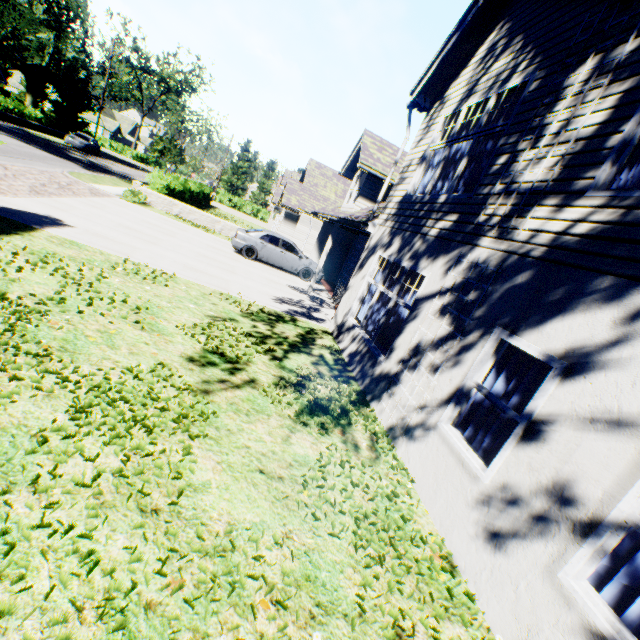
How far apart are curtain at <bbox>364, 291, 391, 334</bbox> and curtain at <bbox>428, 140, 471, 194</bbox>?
2.2m

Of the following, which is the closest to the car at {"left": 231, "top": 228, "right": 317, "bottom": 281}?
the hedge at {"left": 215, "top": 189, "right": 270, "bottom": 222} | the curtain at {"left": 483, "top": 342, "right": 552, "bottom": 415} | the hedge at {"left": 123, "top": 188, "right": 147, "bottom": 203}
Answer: the hedge at {"left": 123, "top": 188, "right": 147, "bottom": 203}

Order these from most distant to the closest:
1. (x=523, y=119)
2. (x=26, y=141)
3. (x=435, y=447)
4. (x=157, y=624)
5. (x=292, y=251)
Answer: (x=26, y=141)
(x=292, y=251)
(x=523, y=119)
(x=435, y=447)
(x=157, y=624)

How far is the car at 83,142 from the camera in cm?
3222

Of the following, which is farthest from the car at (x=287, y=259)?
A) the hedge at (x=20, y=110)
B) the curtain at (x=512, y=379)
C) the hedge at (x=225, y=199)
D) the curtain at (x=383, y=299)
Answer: the hedge at (x=225, y=199)

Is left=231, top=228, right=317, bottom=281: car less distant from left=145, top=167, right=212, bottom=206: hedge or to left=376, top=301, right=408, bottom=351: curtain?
left=145, top=167, right=212, bottom=206: hedge

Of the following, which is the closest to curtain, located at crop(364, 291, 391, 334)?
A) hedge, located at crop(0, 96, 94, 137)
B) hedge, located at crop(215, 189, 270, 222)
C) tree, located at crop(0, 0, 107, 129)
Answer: tree, located at crop(0, 0, 107, 129)

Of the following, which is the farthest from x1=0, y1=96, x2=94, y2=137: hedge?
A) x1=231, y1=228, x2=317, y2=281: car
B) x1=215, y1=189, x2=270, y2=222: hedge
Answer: x1=231, y1=228, x2=317, y2=281: car
